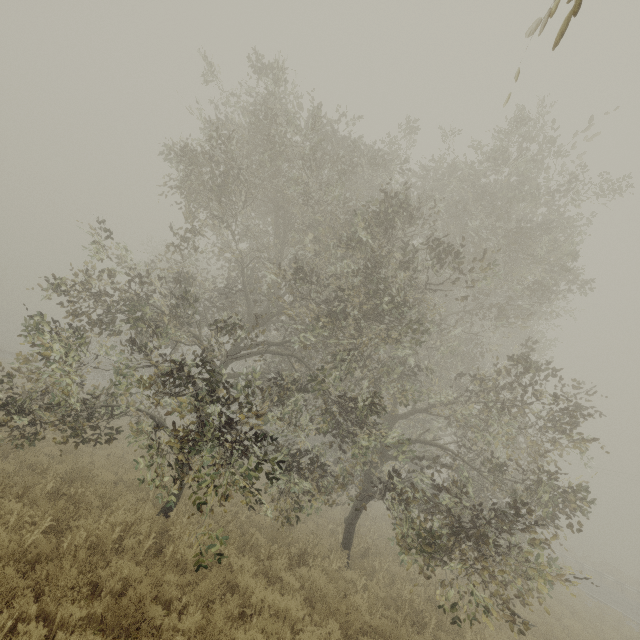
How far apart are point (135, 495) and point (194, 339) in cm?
549
